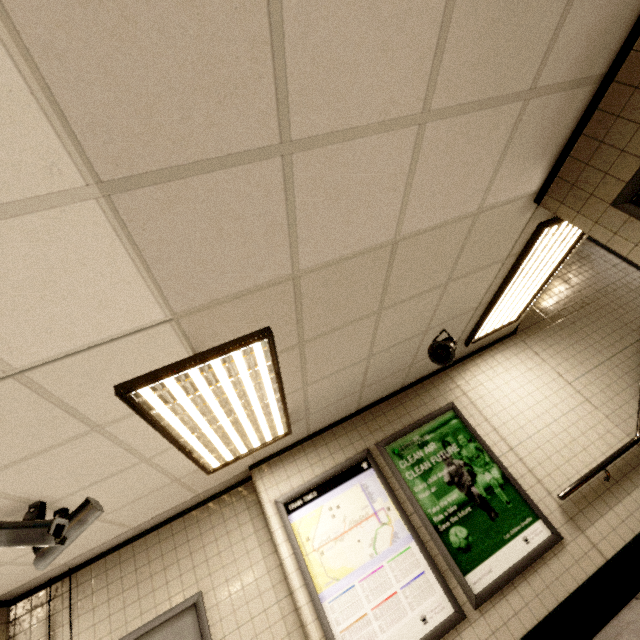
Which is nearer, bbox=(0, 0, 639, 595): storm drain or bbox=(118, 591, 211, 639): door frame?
bbox=(0, 0, 639, 595): storm drain

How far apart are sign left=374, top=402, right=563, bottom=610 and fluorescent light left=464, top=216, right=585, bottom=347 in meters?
0.8

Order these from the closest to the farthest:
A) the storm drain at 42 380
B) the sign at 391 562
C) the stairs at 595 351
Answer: the storm drain at 42 380 < the sign at 391 562 < the stairs at 595 351

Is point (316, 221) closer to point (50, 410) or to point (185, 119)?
point (185, 119)

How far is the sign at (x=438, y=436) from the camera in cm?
337

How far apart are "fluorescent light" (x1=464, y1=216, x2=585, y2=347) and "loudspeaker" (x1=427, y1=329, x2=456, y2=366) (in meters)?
0.60

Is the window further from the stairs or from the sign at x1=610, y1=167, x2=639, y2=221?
the stairs

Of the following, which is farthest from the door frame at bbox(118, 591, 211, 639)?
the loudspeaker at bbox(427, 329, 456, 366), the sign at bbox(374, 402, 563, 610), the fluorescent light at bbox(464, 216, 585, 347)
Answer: the fluorescent light at bbox(464, 216, 585, 347)
